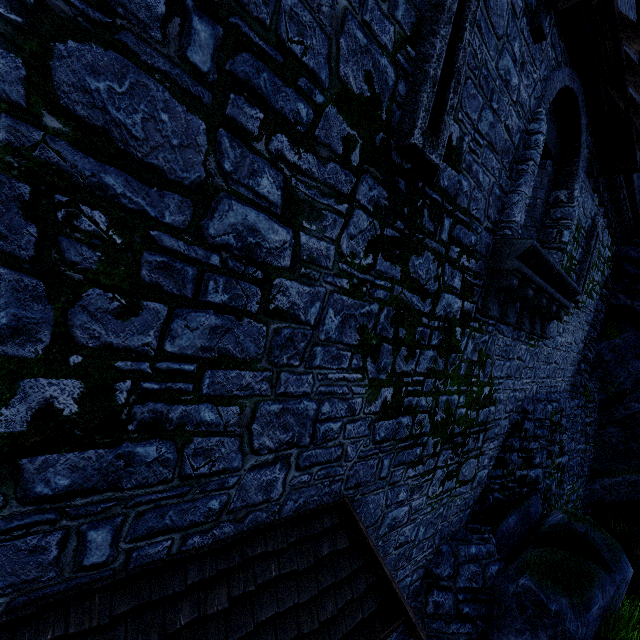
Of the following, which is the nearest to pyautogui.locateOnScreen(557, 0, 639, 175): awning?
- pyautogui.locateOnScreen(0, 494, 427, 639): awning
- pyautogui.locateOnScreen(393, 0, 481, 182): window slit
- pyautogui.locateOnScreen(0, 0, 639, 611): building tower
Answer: pyautogui.locateOnScreen(0, 0, 639, 611): building tower

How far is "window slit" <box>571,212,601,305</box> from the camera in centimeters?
961cm

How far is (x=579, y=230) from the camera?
8.9m

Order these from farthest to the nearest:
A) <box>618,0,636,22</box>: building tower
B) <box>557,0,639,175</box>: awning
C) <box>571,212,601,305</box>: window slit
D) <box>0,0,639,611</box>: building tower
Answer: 1. <box>571,212,601,305</box>: window slit
2. <box>618,0,636,22</box>: building tower
3. <box>557,0,639,175</box>: awning
4. <box>0,0,639,611</box>: building tower

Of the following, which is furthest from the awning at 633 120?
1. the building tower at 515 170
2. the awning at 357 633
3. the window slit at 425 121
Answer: the awning at 357 633

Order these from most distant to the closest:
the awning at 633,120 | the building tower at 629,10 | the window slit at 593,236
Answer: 1. the window slit at 593,236
2. the building tower at 629,10
3. the awning at 633,120

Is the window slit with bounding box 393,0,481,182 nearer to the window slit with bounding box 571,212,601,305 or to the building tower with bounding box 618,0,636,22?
the building tower with bounding box 618,0,636,22
